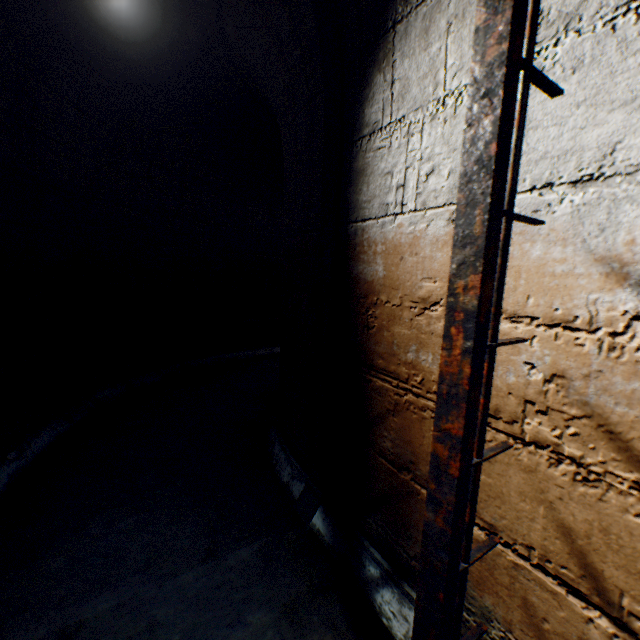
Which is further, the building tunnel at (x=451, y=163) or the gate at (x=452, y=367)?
the building tunnel at (x=451, y=163)

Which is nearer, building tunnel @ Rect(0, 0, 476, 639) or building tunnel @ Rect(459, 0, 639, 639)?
building tunnel @ Rect(459, 0, 639, 639)

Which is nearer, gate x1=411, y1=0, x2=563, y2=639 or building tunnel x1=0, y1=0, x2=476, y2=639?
gate x1=411, y1=0, x2=563, y2=639

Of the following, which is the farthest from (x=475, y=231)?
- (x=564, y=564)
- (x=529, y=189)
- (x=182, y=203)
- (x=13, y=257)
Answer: (x=182, y=203)

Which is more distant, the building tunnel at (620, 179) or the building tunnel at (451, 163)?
the building tunnel at (451, 163)
